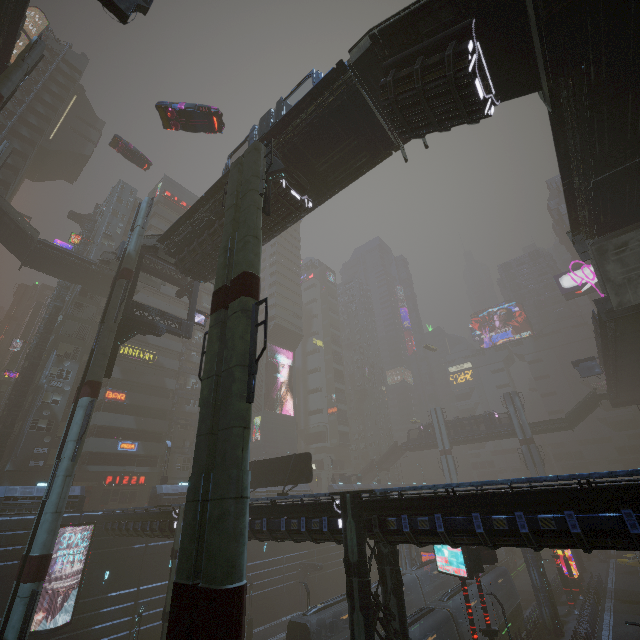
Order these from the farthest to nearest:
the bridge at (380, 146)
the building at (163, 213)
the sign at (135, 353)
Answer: the building at (163, 213), the sign at (135, 353), the bridge at (380, 146)

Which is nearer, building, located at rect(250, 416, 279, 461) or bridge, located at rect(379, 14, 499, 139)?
bridge, located at rect(379, 14, 499, 139)

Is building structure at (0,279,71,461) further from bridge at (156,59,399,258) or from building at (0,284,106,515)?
bridge at (156,59,399,258)

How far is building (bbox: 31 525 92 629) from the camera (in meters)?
23.80

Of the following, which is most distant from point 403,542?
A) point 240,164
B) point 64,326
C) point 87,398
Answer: point 64,326

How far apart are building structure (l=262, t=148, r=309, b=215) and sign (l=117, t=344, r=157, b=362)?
36.48m

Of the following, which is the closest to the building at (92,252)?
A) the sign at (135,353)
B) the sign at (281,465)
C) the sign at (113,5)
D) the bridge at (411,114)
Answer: the sign at (135,353)

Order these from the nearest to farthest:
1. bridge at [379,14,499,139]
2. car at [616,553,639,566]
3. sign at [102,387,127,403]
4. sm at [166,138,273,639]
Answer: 1. sm at [166,138,273,639]
2. bridge at [379,14,499,139]
3. sign at [102,387,127,403]
4. car at [616,553,639,566]
